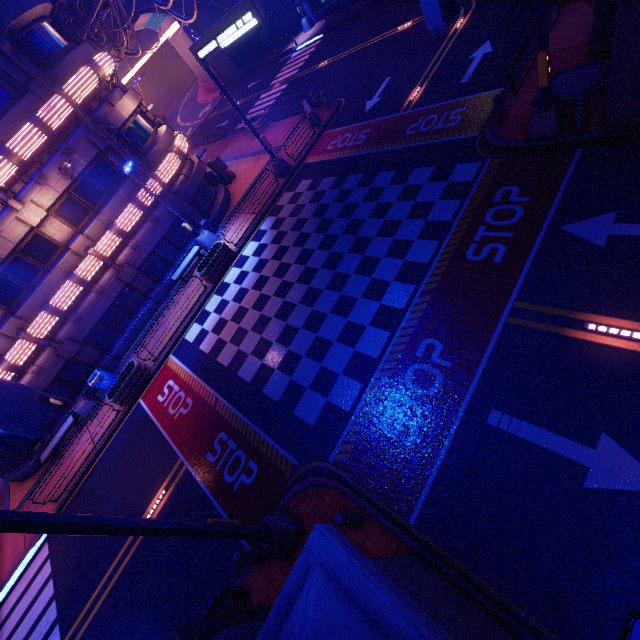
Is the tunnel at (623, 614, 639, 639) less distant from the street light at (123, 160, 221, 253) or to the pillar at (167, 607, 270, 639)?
the pillar at (167, 607, 270, 639)

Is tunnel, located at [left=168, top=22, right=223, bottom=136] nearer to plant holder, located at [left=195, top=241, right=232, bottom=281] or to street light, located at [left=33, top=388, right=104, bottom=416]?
plant holder, located at [left=195, top=241, right=232, bottom=281]

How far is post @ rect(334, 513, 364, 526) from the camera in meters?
6.8

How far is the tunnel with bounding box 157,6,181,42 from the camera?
38.3 meters

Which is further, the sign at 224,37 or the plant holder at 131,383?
the plant holder at 131,383

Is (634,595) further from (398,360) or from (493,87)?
(493,87)

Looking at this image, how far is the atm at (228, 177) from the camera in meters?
22.9

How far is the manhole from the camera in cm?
1012
